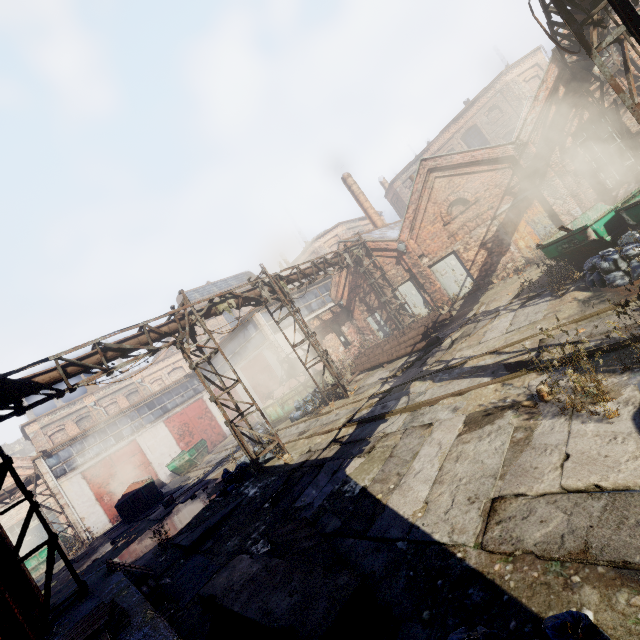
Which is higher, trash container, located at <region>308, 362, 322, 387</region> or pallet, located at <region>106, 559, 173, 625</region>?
trash container, located at <region>308, 362, 322, 387</region>

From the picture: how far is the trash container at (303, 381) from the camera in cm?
1795

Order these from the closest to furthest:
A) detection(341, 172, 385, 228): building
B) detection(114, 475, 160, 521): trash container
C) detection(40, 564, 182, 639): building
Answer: detection(40, 564, 182, 639): building → detection(114, 475, 160, 521): trash container → detection(341, 172, 385, 228): building

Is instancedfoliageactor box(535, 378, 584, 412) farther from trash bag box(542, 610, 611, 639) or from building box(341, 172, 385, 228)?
building box(341, 172, 385, 228)

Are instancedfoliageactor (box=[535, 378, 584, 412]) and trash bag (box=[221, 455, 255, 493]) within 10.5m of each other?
yes

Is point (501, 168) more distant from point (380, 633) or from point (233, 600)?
point (233, 600)

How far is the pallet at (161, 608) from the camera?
6.11m

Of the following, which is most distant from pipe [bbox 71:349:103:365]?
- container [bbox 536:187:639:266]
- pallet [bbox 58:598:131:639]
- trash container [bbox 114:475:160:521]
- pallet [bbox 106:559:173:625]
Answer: trash container [bbox 114:475:160:521]
